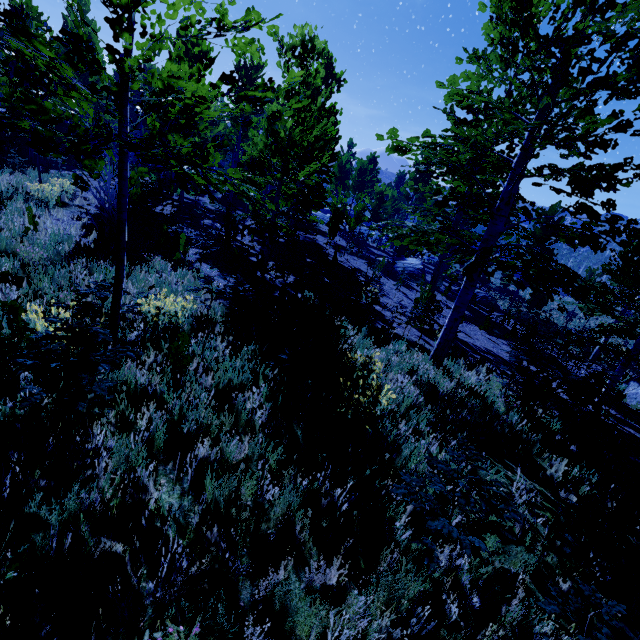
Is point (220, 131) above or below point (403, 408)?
above

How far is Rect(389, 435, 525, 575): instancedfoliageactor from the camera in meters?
2.3

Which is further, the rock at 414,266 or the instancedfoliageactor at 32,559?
the rock at 414,266

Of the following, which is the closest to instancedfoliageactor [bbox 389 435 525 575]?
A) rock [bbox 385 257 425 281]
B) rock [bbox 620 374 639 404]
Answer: rock [bbox 385 257 425 281]

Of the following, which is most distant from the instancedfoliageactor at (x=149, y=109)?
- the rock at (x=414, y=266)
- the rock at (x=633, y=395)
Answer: the rock at (x=633, y=395)
